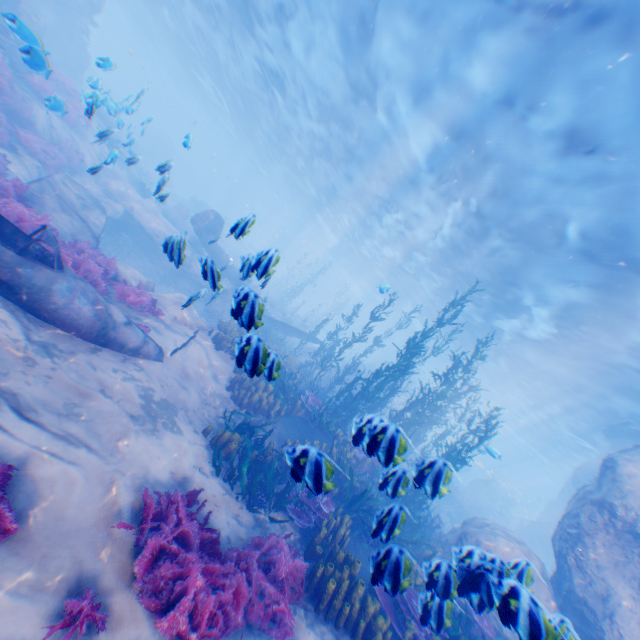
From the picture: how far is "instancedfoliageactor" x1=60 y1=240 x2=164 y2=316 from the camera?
7.6m

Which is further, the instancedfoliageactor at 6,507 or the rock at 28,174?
the rock at 28,174

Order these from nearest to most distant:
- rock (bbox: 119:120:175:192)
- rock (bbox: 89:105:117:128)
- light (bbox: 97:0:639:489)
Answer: rock (bbox: 89:105:117:128) < rock (bbox: 119:120:175:192) < light (bbox: 97:0:639:489)

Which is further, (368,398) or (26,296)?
(368,398)

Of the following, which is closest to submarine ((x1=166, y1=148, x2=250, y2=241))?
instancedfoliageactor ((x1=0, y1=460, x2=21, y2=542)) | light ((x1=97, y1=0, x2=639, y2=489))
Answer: light ((x1=97, y1=0, x2=639, y2=489))

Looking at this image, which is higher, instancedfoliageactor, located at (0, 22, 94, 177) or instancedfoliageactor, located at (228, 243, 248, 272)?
instancedfoliageactor, located at (228, 243, 248, 272)

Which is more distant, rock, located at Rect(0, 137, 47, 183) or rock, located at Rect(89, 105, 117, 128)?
rock, located at Rect(0, 137, 47, 183)

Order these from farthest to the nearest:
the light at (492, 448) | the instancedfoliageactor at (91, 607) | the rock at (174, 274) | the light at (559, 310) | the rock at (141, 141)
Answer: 1. the light at (492, 448)
2. the light at (559, 310)
3. the rock at (141, 141)
4. the rock at (174, 274)
5. the instancedfoliageactor at (91, 607)
